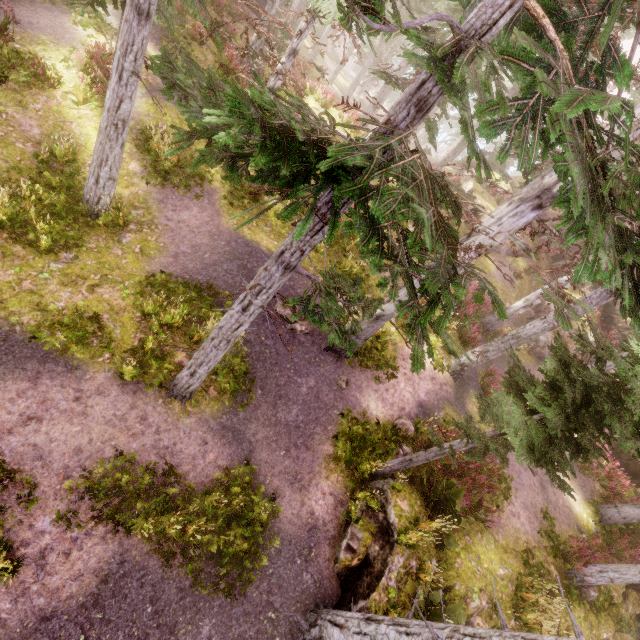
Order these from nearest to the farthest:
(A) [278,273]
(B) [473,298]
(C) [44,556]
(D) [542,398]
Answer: (B) [473,298] → (A) [278,273] → (C) [44,556] → (D) [542,398]

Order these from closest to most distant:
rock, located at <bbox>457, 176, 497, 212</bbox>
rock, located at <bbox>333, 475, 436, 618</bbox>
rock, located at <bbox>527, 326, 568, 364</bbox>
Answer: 1. rock, located at <bbox>333, 475, 436, 618</bbox>
2. rock, located at <bbox>527, 326, 568, 364</bbox>
3. rock, located at <bbox>457, 176, 497, 212</bbox>

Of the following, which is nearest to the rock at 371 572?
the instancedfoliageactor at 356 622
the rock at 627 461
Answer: the instancedfoliageactor at 356 622

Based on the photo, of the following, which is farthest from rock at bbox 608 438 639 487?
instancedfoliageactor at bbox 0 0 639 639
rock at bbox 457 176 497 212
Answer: rock at bbox 457 176 497 212

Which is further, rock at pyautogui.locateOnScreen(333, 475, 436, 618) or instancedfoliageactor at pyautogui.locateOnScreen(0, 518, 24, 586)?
rock at pyautogui.locateOnScreen(333, 475, 436, 618)

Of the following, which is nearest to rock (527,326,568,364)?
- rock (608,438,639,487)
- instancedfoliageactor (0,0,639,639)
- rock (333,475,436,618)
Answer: instancedfoliageactor (0,0,639,639)

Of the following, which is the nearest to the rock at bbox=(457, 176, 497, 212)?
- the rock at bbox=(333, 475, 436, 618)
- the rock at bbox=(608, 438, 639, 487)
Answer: the rock at bbox=(608, 438, 639, 487)

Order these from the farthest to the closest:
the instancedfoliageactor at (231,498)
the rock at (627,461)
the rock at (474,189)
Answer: the rock at (474,189)
the rock at (627,461)
the instancedfoliageactor at (231,498)
